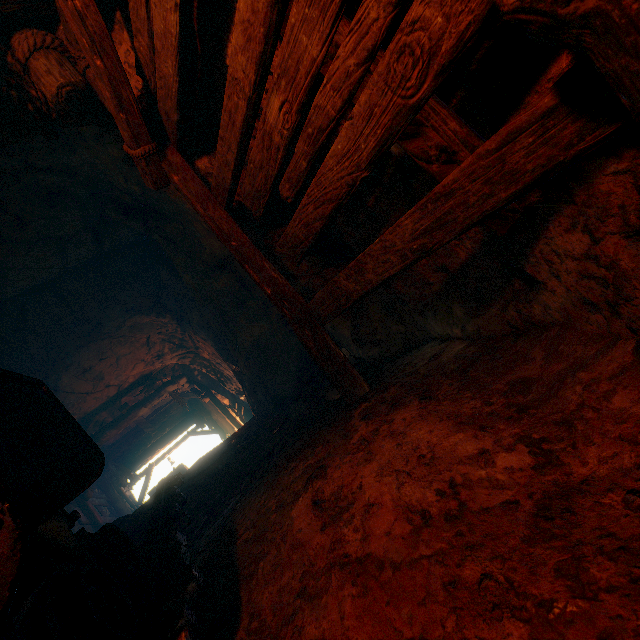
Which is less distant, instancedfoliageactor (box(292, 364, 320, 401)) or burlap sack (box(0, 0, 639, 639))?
burlap sack (box(0, 0, 639, 639))

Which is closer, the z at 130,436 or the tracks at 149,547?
the tracks at 149,547

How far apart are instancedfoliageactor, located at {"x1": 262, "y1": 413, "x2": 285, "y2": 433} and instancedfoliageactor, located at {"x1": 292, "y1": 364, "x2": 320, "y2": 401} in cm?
51

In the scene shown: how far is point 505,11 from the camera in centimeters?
80cm

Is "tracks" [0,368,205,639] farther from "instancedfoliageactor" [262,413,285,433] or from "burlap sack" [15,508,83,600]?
"instancedfoliageactor" [262,413,285,433]

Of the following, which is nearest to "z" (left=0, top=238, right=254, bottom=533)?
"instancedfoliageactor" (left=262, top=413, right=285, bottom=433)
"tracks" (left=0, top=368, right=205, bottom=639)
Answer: "tracks" (left=0, top=368, right=205, bottom=639)

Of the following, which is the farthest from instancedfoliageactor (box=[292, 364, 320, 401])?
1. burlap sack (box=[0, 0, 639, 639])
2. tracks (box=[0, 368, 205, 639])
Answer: tracks (box=[0, 368, 205, 639])

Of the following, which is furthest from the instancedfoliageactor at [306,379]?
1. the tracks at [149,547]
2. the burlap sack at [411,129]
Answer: the tracks at [149,547]
